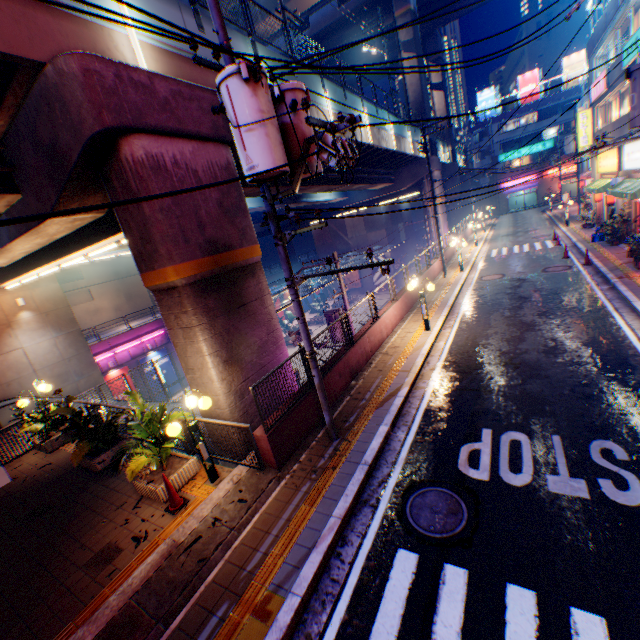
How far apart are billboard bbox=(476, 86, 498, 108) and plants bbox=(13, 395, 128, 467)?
A: 67.9 meters

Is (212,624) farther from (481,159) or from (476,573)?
(481,159)

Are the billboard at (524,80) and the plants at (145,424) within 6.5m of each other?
no

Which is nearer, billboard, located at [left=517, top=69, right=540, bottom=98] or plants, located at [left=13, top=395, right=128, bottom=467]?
plants, located at [left=13, top=395, right=128, bottom=467]

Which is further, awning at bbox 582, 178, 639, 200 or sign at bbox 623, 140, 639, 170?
sign at bbox 623, 140, 639, 170

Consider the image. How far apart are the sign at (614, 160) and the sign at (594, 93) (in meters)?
3.26

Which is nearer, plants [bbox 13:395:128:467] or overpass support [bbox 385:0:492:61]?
plants [bbox 13:395:128:467]

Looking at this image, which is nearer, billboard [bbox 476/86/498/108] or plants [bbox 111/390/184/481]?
plants [bbox 111/390/184/481]
